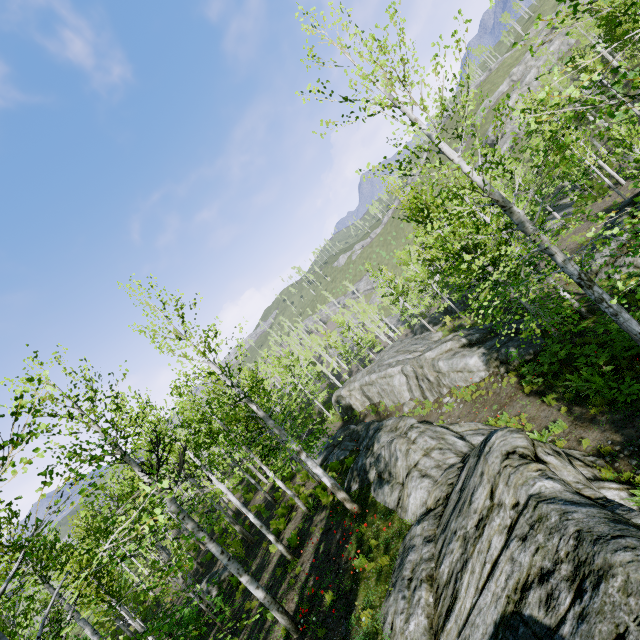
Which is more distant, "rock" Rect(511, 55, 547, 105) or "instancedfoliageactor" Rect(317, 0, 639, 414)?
"rock" Rect(511, 55, 547, 105)

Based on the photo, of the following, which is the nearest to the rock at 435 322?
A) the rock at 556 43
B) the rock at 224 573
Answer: the rock at 224 573

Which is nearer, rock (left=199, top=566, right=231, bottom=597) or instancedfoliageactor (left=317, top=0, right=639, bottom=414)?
instancedfoliageactor (left=317, top=0, right=639, bottom=414)

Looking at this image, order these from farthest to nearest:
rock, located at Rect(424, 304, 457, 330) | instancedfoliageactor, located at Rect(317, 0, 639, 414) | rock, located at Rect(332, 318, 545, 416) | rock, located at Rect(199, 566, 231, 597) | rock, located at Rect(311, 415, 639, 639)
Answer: rock, located at Rect(424, 304, 457, 330) < rock, located at Rect(199, 566, 231, 597) < rock, located at Rect(332, 318, 545, 416) < instancedfoliageactor, located at Rect(317, 0, 639, 414) < rock, located at Rect(311, 415, 639, 639)

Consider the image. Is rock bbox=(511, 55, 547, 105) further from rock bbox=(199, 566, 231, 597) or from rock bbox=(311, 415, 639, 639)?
rock bbox=(199, 566, 231, 597)

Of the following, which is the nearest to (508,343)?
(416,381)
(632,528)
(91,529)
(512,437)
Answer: (416,381)

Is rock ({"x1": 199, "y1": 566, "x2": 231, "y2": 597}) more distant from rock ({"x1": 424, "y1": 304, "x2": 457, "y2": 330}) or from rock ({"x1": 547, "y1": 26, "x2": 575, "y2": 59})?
rock ({"x1": 547, "y1": 26, "x2": 575, "y2": 59})

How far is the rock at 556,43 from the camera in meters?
55.7
